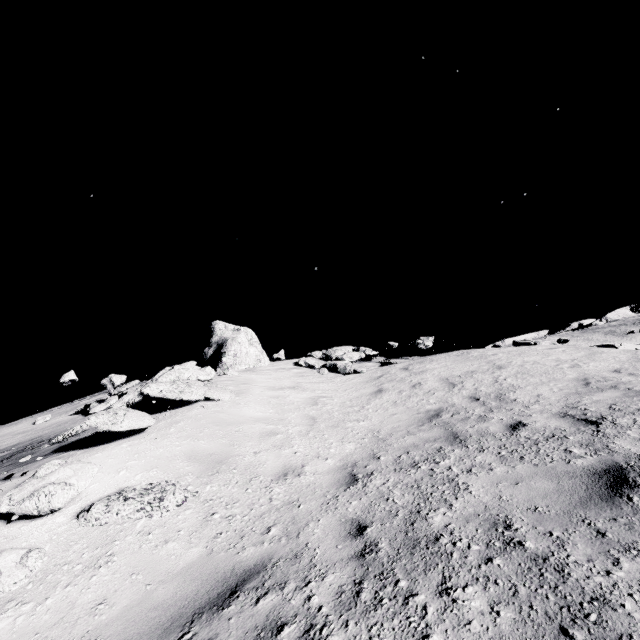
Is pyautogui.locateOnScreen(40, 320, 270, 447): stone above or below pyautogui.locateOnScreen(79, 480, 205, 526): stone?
above

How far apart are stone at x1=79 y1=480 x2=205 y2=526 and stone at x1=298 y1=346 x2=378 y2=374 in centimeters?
914cm

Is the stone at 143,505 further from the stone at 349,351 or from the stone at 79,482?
the stone at 349,351

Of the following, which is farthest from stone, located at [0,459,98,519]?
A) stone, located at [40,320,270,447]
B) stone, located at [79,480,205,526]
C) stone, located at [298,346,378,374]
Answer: stone, located at [298,346,378,374]

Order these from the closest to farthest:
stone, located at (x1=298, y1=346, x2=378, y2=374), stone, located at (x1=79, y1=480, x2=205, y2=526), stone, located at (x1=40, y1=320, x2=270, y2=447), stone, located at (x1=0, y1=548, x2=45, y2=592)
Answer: stone, located at (x1=0, y1=548, x2=45, y2=592), stone, located at (x1=79, y1=480, x2=205, y2=526), stone, located at (x1=40, y1=320, x2=270, y2=447), stone, located at (x1=298, y1=346, x2=378, y2=374)

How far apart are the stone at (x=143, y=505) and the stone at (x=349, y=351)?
9.1 meters

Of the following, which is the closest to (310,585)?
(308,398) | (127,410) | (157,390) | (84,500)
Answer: (84,500)

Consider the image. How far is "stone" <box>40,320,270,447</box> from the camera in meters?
6.3 m
